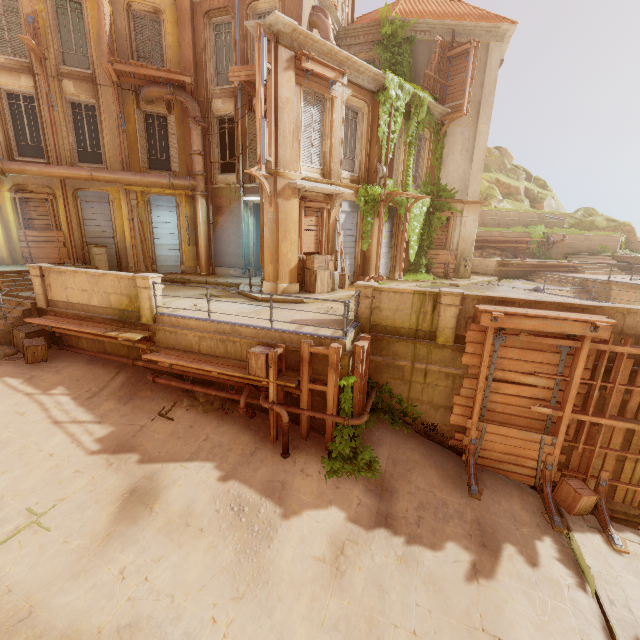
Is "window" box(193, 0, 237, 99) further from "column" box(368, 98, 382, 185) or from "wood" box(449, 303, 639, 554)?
"wood" box(449, 303, 639, 554)

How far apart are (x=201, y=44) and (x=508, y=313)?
17.6 meters

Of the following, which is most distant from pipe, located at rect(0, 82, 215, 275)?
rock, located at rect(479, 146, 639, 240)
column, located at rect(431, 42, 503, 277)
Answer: rock, located at rect(479, 146, 639, 240)

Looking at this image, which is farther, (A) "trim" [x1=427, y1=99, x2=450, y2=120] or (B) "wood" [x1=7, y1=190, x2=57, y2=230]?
(A) "trim" [x1=427, y1=99, x2=450, y2=120]

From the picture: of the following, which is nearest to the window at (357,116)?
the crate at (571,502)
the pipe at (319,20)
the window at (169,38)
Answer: the pipe at (319,20)

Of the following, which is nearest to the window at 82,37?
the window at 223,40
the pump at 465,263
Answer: the window at 223,40

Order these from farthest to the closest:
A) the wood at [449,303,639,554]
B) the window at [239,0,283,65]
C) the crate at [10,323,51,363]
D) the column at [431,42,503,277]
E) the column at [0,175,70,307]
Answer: the column at [431,42,503,277]
the window at [239,0,283,65]
the column at [0,175,70,307]
the crate at [10,323,51,363]
the wood at [449,303,639,554]

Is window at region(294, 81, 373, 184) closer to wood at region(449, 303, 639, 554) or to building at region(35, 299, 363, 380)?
building at region(35, 299, 363, 380)
